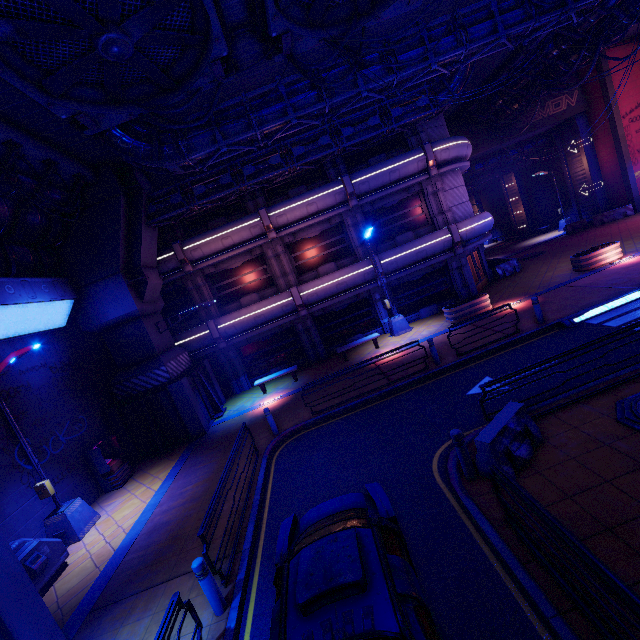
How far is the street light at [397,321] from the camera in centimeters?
1733cm

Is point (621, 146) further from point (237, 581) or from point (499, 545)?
point (237, 581)

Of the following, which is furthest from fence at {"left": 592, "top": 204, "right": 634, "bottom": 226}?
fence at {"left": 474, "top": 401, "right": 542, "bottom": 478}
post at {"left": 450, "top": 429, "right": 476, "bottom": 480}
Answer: post at {"left": 450, "top": 429, "right": 476, "bottom": 480}

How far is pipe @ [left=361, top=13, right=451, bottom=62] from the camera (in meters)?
10.49

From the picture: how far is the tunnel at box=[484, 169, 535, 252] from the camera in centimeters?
3597cm

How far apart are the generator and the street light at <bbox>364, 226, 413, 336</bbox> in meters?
15.6 m

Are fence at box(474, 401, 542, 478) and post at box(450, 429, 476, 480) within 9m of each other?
yes

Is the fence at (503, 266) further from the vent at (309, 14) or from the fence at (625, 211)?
the vent at (309, 14)
